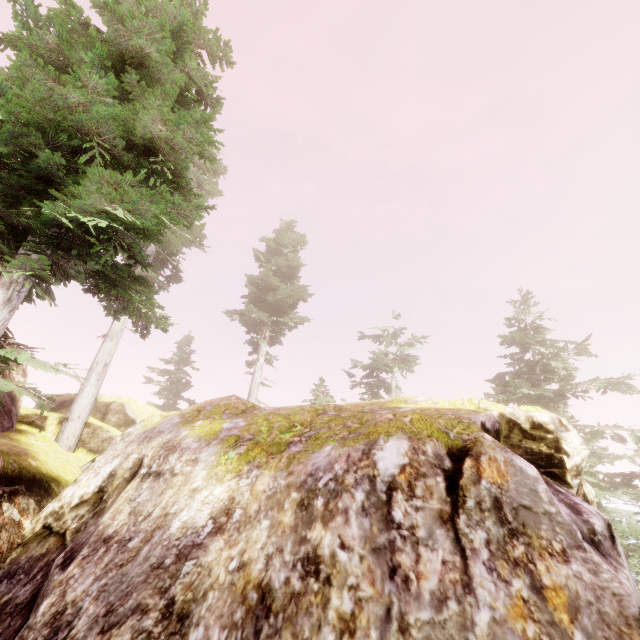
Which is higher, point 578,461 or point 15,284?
point 15,284

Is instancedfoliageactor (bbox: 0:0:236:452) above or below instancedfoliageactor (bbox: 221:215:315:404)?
below

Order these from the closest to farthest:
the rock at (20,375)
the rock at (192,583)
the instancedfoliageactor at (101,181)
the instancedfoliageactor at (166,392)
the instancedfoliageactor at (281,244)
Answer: the rock at (192,583), the instancedfoliageactor at (101,181), the rock at (20,375), the instancedfoliageactor at (281,244), the instancedfoliageactor at (166,392)

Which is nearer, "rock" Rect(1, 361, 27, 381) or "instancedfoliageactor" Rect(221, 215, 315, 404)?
"rock" Rect(1, 361, 27, 381)

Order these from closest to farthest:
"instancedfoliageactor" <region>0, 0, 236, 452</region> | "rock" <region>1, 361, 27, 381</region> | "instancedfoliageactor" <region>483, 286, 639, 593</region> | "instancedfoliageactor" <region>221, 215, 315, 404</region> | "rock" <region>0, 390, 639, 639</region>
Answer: "rock" <region>0, 390, 639, 639</region>, "instancedfoliageactor" <region>0, 0, 236, 452</region>, "rock" <region>1, 361, 27, 381</region>, "instancedfoliageactor" <region>483, 286, 639, 593</region>, "instancedfoliageactor" <region>221, 215, 315, 404</region>

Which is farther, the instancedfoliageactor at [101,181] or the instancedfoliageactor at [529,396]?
the instancedfoliageactor at [529,396]

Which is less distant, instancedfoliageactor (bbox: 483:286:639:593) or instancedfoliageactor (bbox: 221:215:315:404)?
instancedfoliageactor (bbox: 483:286:639:593)
